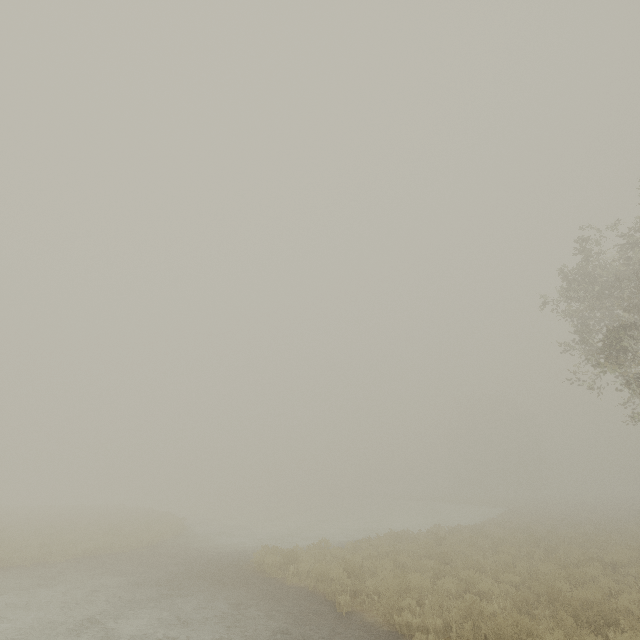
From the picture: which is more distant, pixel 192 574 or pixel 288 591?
pixel 192 574
